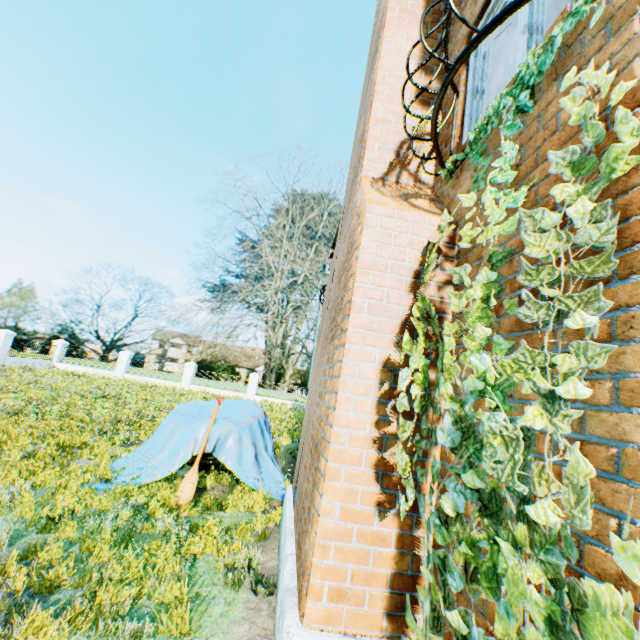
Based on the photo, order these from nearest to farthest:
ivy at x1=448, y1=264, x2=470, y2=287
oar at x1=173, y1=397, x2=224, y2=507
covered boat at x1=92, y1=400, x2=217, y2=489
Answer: ivy at x1=448, y1=264, x2=470, y2=287 → oar at x1=173, y1=397, x2=224, y2=507 → covered boat at x1=92, y1=400, x2=217, y2=489

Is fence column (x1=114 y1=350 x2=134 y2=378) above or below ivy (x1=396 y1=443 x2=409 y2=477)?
below

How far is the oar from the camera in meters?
5.0 m

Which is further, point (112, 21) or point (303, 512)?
point (112, 21)

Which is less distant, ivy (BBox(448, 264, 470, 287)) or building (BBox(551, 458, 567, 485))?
building (BBox(551, 458, 567, 485))

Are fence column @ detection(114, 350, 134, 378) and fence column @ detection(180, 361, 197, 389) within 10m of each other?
yes

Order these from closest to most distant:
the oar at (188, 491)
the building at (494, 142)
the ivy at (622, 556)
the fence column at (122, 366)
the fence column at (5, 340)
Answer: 1. the ivy at (622, 556)
2. the building at (494, 142)
3. the oar at (188, 491)
4. the fence column at (5, 340)
5. the fence column at (122, 366)

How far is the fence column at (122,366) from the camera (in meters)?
27.17
